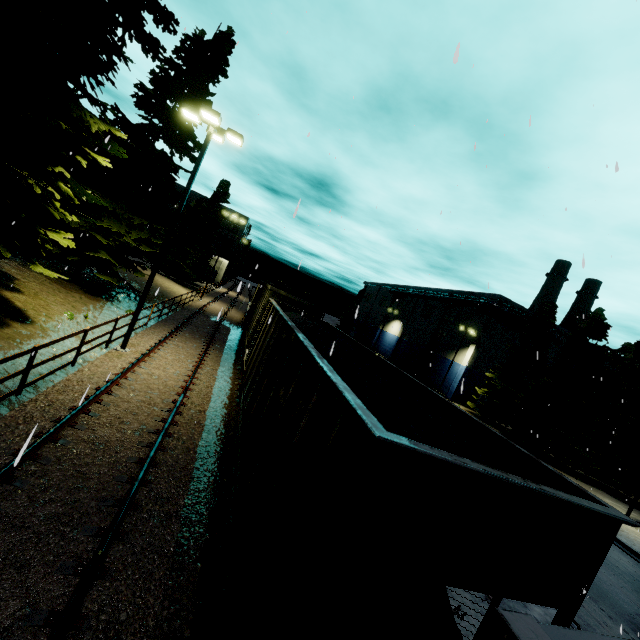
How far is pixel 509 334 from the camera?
45.47m

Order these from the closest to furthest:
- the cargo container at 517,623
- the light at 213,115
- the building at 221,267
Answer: the cargo container at 517,623 → the light at 213,115 → the building at 221,267

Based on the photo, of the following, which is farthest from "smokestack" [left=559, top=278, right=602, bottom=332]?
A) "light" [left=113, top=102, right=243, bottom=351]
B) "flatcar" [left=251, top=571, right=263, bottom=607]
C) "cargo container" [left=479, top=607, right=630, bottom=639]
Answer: "light" [left=113, top=102, right=243, bottom=351]

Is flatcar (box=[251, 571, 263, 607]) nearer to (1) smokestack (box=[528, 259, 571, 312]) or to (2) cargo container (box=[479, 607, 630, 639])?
(2) cargo container (box=[479, 607, 630, 639])

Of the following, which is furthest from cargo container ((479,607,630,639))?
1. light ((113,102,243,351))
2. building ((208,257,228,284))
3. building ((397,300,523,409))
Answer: building ((208,257,228,284))

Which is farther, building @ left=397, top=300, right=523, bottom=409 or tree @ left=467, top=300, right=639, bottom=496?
building @ left=397, top=300, right=523, bottom=409

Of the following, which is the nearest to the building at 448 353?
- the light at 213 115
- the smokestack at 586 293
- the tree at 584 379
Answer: the tree at 584 379

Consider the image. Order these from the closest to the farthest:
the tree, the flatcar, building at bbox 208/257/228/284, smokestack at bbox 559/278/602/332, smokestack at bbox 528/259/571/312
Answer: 1. the flatcar
2. the tree
3. smokestack at bbox 528/259/571/312
4. smokestack at bbox 559/278/602/332
5. building at bbox 208/257/228/284
